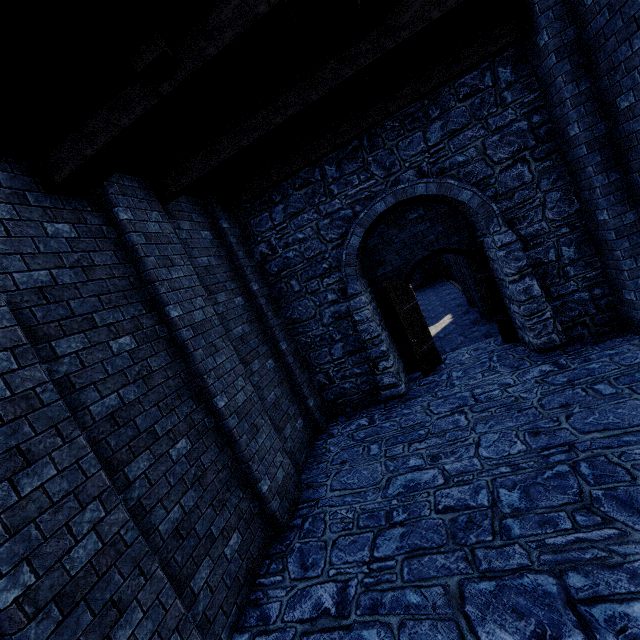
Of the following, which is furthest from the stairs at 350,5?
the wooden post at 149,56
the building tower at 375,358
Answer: the building tower at 375,358

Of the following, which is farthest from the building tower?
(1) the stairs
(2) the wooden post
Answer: (2) the wooden post

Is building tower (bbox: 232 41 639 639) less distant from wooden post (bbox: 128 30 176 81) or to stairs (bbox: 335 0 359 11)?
stairs (bbox: 335 0 359 11)

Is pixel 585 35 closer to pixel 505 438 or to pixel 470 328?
pixel 505 438

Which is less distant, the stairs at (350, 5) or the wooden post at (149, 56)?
the wooden post at (149, 56)

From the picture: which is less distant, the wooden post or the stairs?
the wooden post
